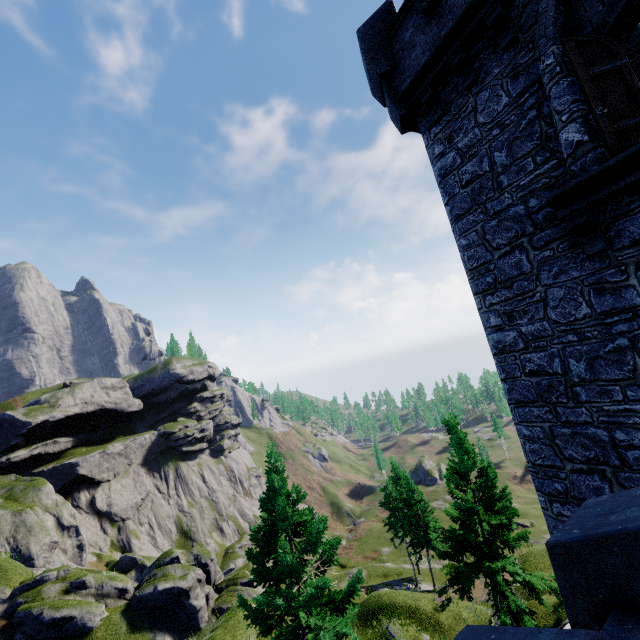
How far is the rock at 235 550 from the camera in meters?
55.5

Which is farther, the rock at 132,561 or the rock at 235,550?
the rock at 235,550

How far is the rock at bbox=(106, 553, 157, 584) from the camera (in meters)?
44.41

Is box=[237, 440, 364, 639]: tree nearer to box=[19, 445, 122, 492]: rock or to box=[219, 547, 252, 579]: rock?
box=[219, 547, 252, 579]: rock

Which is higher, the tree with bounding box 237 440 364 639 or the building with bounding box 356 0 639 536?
the building with bounding box 356 0 639 536

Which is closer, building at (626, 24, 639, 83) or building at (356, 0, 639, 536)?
building at (356, 0, 639, 536)

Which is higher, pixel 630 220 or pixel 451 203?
pixel 451 203
